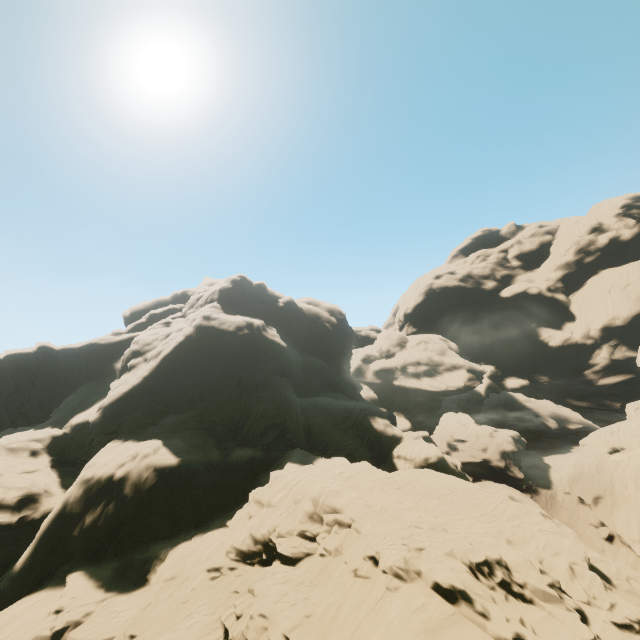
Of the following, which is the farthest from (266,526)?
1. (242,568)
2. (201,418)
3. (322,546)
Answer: (201,418)
